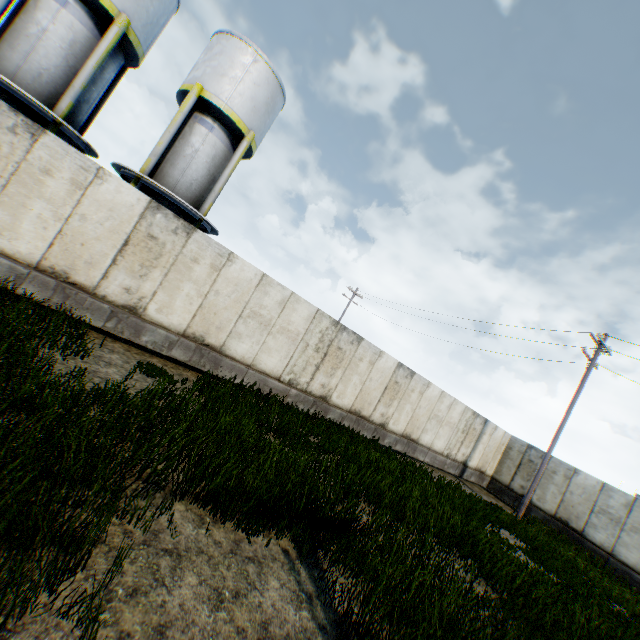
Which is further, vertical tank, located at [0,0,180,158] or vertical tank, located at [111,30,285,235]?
vertical tank, located at [111,30,285,235]

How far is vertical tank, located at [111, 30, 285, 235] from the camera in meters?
13.6

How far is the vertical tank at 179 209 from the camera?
13.60m

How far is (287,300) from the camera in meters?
11.0 m

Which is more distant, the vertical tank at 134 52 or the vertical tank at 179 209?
the vertical tank at 179 209
